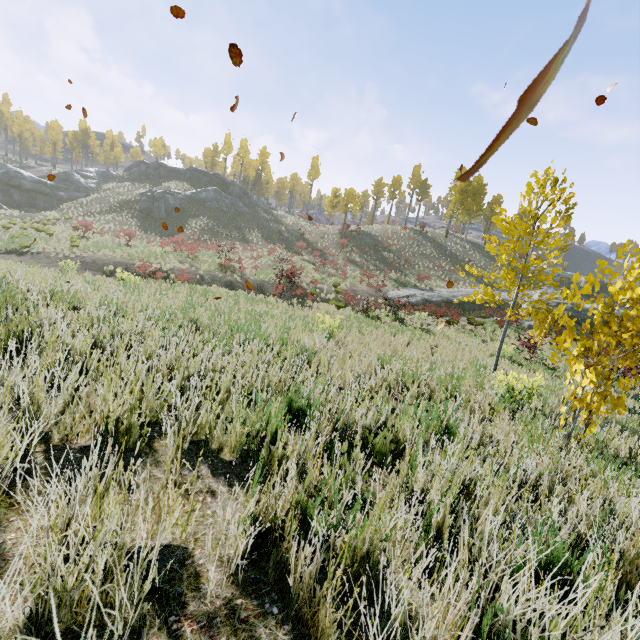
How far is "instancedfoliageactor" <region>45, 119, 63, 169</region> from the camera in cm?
5809

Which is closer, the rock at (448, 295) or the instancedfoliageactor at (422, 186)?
the rock at (448, 295)

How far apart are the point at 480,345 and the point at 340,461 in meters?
13.5

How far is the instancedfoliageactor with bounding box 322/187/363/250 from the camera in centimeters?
4006cm

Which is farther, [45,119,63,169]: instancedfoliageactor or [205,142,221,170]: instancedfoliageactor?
[205,142,221,170]: instancedfoliageactor

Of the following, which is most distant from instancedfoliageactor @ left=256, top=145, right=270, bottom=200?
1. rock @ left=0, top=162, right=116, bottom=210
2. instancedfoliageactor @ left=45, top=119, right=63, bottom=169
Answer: instancedfoliageactor @ left=45, top=119, right=63, bottom=169

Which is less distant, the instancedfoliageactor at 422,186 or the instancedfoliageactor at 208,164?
the instancedfoliageactor at 422,186
